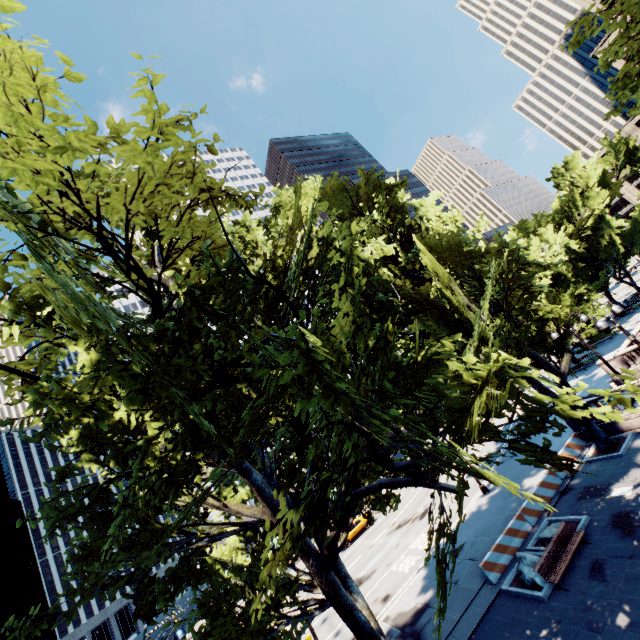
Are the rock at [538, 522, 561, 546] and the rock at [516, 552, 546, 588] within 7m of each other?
yes

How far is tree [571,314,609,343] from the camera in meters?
18.8

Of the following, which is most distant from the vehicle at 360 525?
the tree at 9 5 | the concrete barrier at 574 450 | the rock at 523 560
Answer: the rock at 523 560

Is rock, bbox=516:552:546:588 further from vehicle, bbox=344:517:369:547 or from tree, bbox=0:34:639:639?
vehicle, bbox=344:517:369:547

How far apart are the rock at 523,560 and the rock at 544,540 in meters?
0.8 m

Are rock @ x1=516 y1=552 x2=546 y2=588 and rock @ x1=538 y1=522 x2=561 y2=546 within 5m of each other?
yes

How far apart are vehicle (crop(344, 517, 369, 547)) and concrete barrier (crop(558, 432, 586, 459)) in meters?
23.1 m

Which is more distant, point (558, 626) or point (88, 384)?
point (558, 626)
